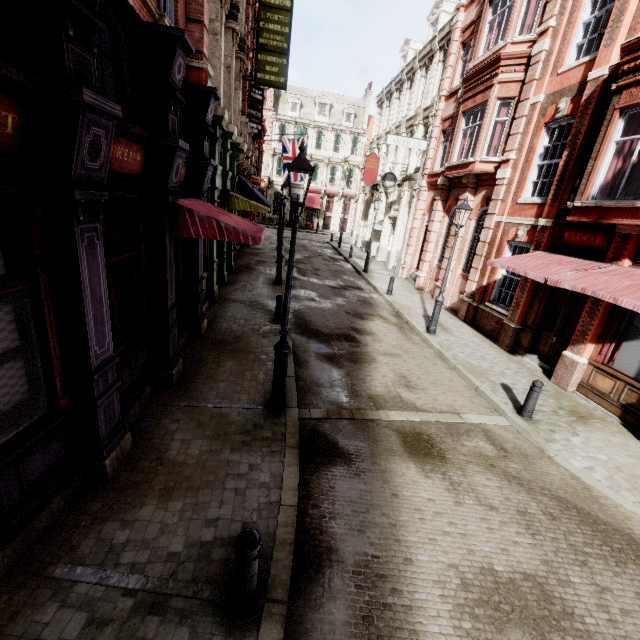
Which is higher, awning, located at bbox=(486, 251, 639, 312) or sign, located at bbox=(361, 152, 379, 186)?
sign, located at bbox=(361, 152, 379, 186)

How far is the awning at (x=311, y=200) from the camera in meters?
44.4

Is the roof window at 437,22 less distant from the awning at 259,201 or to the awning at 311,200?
the awning at 259,201

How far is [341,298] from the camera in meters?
15.3

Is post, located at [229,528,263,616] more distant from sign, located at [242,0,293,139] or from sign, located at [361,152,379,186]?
sign, located at [361,152,379,186]

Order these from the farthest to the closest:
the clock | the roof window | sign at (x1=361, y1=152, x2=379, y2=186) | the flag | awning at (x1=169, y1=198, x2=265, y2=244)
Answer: sign at (x1=361, y1=152, x2=379, y2=186) → the flag → the clock → the roof window → awning at (x1=169, y1=198, x2=265, y2=244)

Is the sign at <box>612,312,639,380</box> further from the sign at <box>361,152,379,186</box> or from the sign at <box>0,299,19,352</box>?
the sign at <box>361,152,379,186</box>

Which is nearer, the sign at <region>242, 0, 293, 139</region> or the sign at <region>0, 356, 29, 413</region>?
the sign at <region>0, 356, 29, 413</region>
